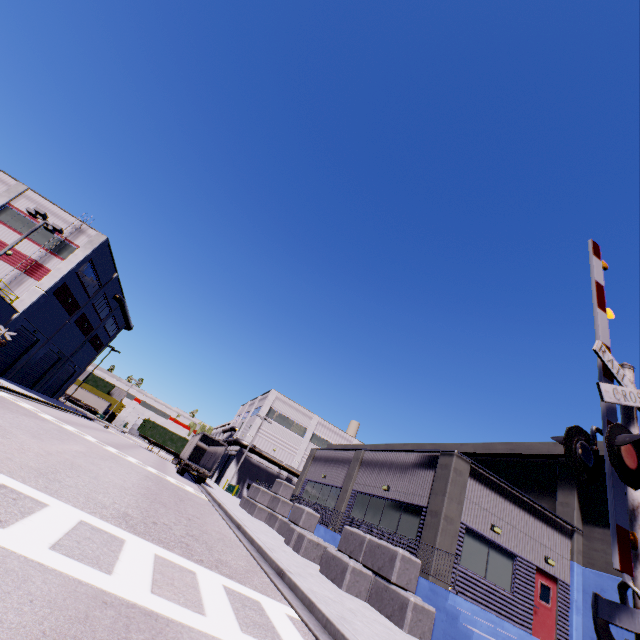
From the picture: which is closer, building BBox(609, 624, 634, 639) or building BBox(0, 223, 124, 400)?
building BBox(609, 624, 634, 639)

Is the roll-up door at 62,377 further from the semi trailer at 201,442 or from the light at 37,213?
the light at 37,213

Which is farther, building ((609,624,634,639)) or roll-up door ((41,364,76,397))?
roll-up door ((41,364,76,397))

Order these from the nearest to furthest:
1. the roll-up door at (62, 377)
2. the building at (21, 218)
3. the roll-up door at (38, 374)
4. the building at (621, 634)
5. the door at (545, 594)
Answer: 1. the building at (621, 634)
2. the door at (545, 594)
3. the building at (21, 218)
4. the roll-up door at (38, 374)
5. the roll-up door at (62, 377)

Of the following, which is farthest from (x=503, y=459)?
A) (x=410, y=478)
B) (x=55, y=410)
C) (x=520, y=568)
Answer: (x=55, y=410)

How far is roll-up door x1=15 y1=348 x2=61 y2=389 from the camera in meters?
35.0

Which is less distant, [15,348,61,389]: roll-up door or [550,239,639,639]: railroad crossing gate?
[550,239,639,639]: railroad crossing gate
